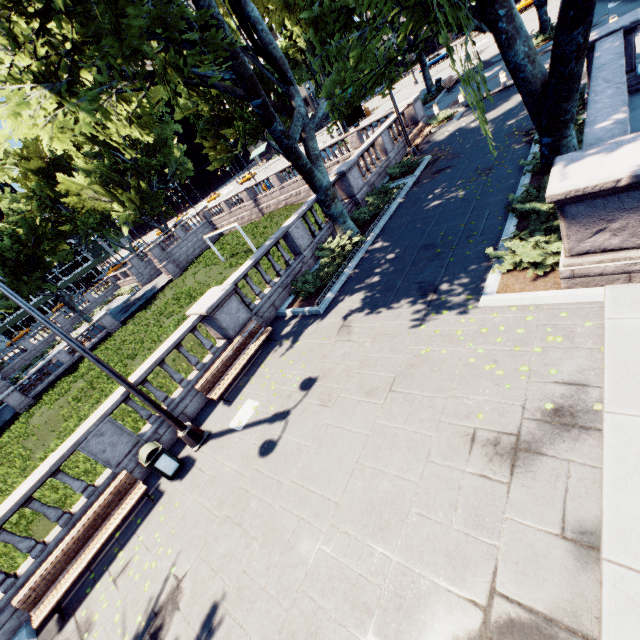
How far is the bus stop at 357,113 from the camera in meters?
43.6 m

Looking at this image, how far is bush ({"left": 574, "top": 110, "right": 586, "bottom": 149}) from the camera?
10.0m

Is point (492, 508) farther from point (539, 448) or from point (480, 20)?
point (480, 20)

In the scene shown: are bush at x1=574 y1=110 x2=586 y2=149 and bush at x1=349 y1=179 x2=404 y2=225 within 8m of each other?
yes

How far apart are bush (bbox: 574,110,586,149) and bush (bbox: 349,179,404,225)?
5.3 meters

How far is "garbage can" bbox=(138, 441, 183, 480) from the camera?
8.1m

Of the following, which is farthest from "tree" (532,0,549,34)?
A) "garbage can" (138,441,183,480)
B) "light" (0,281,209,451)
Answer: "garbage can" (138,441,183,480)

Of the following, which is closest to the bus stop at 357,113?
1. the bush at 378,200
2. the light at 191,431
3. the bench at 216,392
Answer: the bush at 378,200
